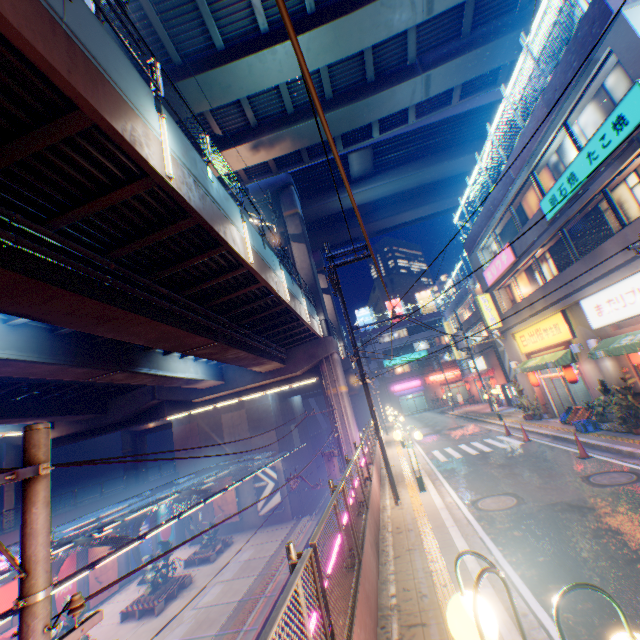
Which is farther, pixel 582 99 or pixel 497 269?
pixel 497 269

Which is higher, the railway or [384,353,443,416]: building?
[384,353,443,416]: building

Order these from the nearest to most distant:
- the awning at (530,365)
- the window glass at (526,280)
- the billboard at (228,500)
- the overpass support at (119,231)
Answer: the overpass support at (119,231), the awning at (530,365), the window glass at (526,280), the billboard at (228,500)

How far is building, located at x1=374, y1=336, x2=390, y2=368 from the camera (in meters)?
57.12

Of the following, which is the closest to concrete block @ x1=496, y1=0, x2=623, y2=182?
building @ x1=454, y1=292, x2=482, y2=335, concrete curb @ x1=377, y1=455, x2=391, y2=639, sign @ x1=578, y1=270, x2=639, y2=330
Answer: building @ x1=454, y1=292, x2=482, y2=335

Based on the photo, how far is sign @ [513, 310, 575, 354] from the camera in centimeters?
1510cm

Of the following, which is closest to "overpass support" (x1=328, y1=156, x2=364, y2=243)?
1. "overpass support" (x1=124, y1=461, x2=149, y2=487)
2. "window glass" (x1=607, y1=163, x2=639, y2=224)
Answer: "overpass support" (x1=124, y1=461, x2=149, y2=487)

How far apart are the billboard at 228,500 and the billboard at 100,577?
9.4m
